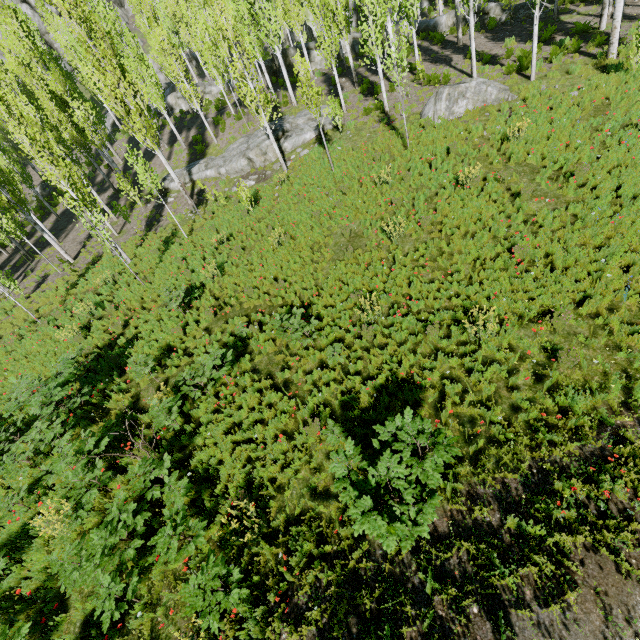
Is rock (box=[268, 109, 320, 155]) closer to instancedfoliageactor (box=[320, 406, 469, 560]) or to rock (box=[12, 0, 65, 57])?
instancedfoliageactor (box=[320, 406, 469, 560])

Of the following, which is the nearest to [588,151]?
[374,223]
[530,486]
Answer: [374,223]

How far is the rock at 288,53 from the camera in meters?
27.8 m

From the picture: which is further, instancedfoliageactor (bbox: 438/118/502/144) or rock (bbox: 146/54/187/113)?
rock (bbox: 146/54/187/113)

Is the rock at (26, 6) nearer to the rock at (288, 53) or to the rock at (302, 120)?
the rock at (288, 53)

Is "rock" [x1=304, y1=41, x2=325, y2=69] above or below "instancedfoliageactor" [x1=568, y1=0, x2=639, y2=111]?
above

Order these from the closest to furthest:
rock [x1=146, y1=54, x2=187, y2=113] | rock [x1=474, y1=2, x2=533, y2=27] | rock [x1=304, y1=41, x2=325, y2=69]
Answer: rock [x1=474, y1=2, x2=533, y2=27] < rock [x1=304, y1=41, x2=325, y2=69] < rock [x1=146, y1=54, x2=187, y2=113]

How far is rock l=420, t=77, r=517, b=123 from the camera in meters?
14.3 m
